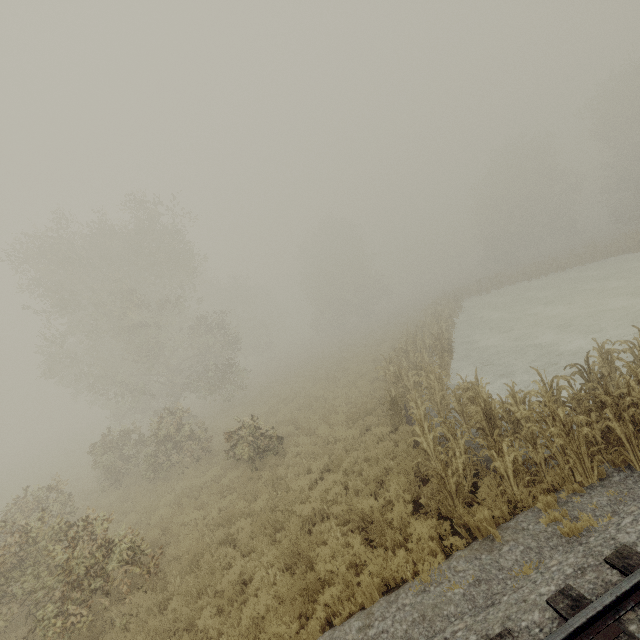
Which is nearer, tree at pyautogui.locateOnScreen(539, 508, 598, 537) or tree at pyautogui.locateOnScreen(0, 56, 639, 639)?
tree at pyautogui.locateOnScreen(539, 508, 598, 537)

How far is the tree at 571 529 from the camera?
5.04m

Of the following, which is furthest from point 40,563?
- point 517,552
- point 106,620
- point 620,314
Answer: point 620,314

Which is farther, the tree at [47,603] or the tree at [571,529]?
the tree at [47,603]

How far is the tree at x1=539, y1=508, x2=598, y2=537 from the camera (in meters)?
5.04
